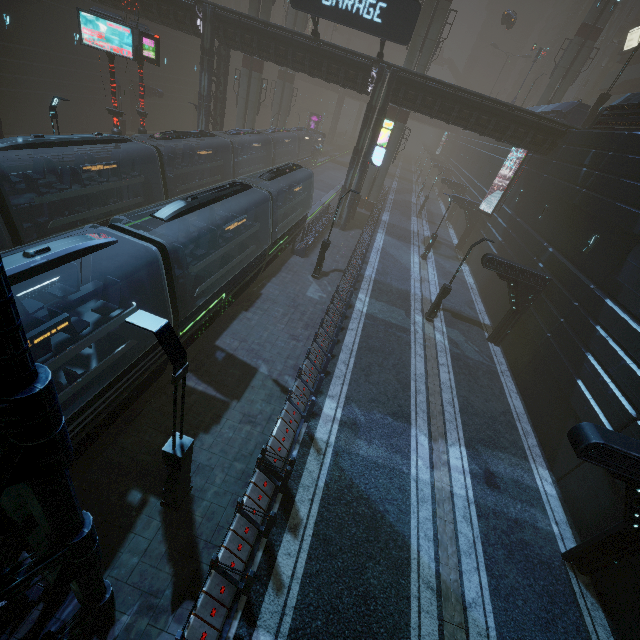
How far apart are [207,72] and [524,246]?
27.06m

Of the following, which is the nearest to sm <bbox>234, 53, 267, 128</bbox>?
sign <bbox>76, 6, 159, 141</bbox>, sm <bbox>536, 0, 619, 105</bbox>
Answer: sign <bbox>76, 6, 159, 141</bbox>

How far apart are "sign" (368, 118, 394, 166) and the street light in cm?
2482

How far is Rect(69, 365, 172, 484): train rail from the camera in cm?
895

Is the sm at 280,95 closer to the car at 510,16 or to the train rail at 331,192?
the train rail at 331,192

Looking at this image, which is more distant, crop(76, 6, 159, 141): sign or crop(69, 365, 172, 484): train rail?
crop(76, 6, 159, 141): sign

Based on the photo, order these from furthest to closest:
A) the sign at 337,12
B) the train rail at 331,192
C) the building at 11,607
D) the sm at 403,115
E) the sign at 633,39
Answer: the sign at 633,39
the train rail at 331,192
the sm at 403,115
the sign at 337,12
the building at 11,607

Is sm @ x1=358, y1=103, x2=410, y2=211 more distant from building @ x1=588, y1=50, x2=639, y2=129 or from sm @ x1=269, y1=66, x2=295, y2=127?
sm @ x1=269, y1=66, x2=295, y2=127
